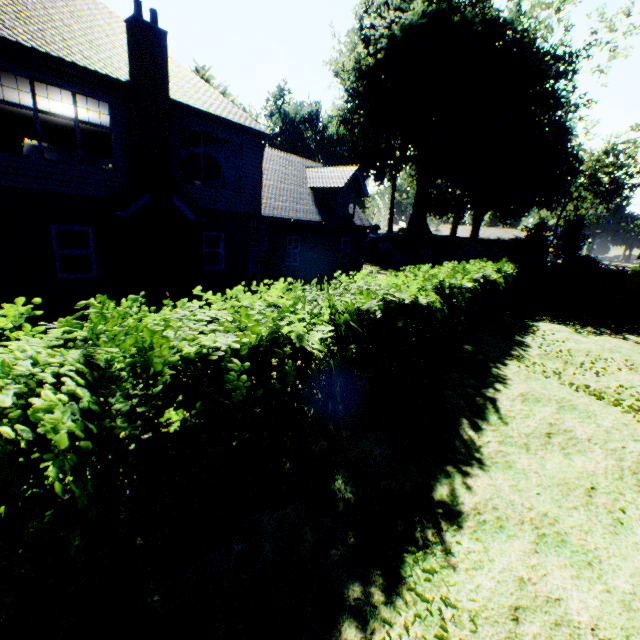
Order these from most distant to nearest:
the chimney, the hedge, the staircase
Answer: the staircase → the chimney → the hedge

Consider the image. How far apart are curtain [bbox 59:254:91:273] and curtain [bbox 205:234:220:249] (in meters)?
3.94

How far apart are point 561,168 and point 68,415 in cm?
6637

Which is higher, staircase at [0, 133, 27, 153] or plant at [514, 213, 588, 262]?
staircase at [0, 133, 27, 153]

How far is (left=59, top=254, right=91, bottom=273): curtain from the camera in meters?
10.2 m

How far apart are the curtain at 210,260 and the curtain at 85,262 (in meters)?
3.94

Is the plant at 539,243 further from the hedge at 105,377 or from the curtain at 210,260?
the curtain at 210,260
